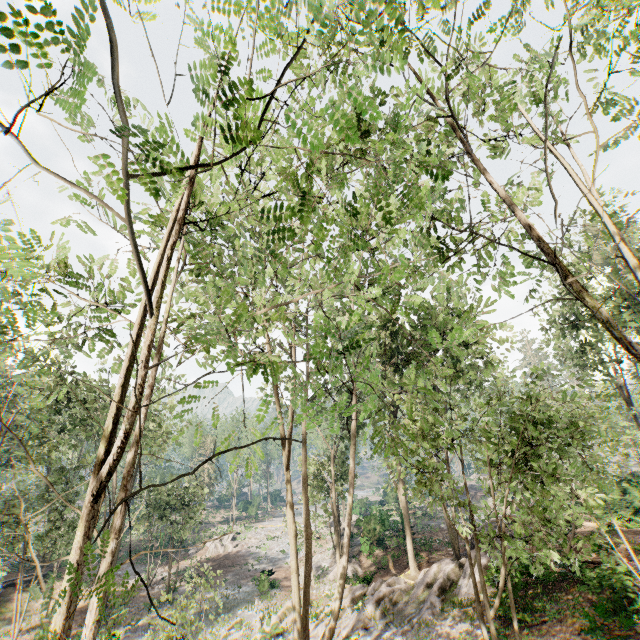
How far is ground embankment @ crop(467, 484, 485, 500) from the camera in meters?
50.3

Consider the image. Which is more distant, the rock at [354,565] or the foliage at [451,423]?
Answer: the rock at [354,565]

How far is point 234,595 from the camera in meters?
27.5

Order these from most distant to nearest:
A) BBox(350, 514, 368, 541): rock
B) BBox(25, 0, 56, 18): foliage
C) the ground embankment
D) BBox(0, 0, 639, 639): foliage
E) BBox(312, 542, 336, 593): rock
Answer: the ground embankment → BBox(350, 514, 368, 541): rock → BBox(312, 542, 336, 593): rock → BBox(0, 0, 639, 639): foliage → BBox(25, 0, 56, 18): foliage

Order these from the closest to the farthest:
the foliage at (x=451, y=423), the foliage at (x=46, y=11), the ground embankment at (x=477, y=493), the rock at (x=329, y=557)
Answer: the foliage at (x=46, y=11), the foliage at (x=451, y=423), the rock at (x=329, y=557), the ground embankment at (x=477, y=493)

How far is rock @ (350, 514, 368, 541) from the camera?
28.7 meters

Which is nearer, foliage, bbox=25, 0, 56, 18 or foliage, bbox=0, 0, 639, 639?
foliage, bbox=25, 0, 56, 18

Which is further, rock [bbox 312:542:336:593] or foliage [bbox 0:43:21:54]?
rock [bbox 312:542:336:593]
